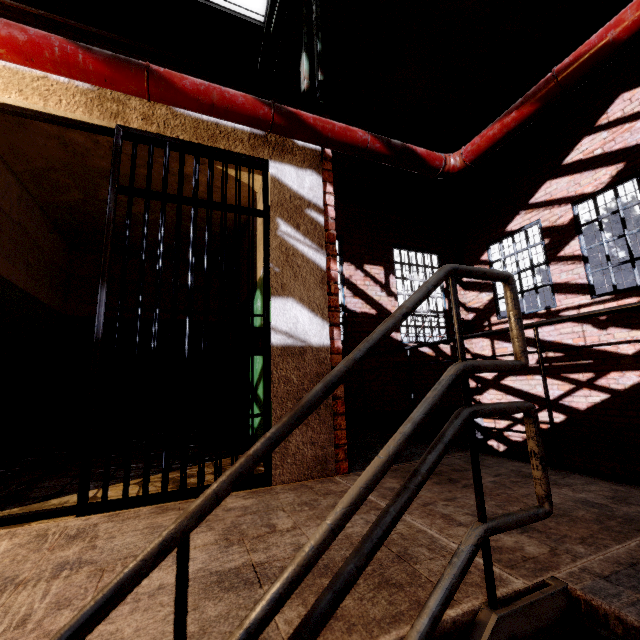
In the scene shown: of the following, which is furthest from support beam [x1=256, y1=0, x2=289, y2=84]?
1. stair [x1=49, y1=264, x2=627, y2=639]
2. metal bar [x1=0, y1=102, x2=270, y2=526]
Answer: stair [x1=49, y1=264, x2=627, y2=639]

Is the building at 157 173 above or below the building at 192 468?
above

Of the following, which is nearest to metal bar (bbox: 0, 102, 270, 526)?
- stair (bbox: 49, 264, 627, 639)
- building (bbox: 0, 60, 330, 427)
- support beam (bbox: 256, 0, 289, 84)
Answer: building (bbox: 0, 60, 330, 427)

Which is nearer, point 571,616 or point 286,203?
point 571,616

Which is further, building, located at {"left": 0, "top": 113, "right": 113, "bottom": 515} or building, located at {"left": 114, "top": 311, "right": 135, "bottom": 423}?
building, located at {"left": 114, "top": 311, "right": 135, "bottom": 423}

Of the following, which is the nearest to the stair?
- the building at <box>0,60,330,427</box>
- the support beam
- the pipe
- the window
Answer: the building at <box>0,60,330,427</box>

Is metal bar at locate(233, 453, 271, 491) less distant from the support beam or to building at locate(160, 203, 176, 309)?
building at locate(160, 203, 176, 309)

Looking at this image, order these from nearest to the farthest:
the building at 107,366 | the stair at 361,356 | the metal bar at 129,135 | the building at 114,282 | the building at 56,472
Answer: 1. the stair at 361,356
2. the metal bar at 129,135
3. the building at 56,472
4. the building at 114,282
5. the building at 107,366
